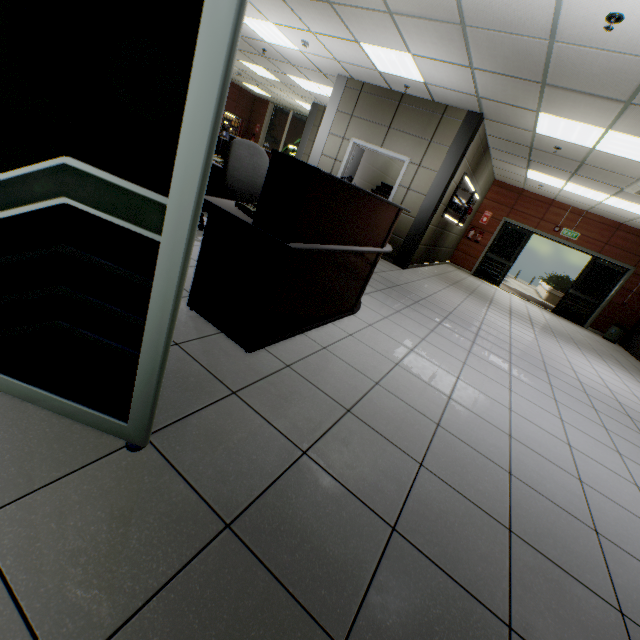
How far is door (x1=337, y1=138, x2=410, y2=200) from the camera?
7.0 meters

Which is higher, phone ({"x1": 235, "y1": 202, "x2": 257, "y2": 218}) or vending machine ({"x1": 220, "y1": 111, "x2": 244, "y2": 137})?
vending machine ({"x1": 220, "y1": 111, "x2": 244, "y2": 137})

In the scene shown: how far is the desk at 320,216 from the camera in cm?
180

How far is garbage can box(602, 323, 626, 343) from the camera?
10.0m

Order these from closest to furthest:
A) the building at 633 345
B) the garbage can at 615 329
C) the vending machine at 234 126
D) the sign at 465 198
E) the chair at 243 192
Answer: the chair at 243 192, the sign at 465 198, the building at 633 345, the garbage can at 615 329, the vending machine at 234 126

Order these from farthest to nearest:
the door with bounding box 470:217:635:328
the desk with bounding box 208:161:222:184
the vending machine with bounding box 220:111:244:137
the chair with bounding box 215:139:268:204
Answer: the vending machine with bounding box 220:111:244:137 < the door with bounding box 470:217:635:328 < the desk with bounding box 208:161:222:184 < the chair with bounding box 215:139:268:204

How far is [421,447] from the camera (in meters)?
1.94

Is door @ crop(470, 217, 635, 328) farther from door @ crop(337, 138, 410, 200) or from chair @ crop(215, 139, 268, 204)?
chair @ crop(215, 139, 268, 204)
